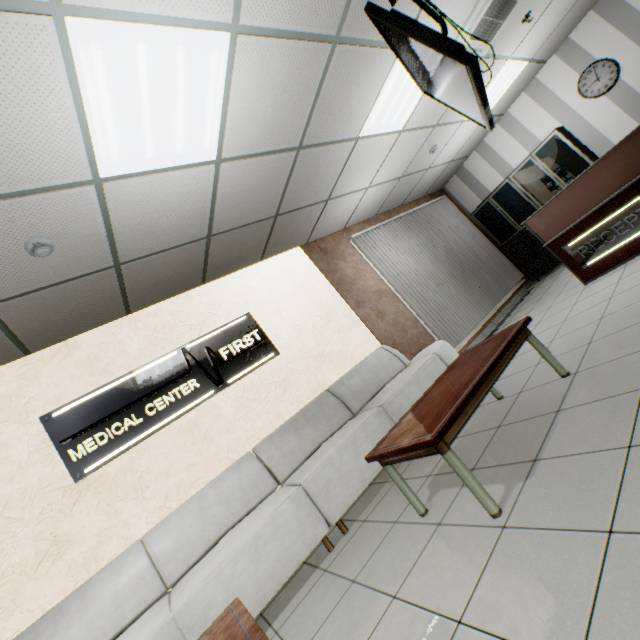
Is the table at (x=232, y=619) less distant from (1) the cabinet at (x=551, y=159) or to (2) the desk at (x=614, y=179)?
(2) the desk at (x=614, y=179)

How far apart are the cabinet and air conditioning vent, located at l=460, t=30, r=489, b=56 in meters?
2.7

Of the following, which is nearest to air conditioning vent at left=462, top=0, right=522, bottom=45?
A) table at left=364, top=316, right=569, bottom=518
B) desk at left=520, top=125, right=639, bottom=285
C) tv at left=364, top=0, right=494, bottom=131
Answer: tv at left=364, top=0, right=494, bottom=131

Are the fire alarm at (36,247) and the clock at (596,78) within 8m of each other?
no

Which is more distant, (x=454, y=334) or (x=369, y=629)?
(x=454, y=334)

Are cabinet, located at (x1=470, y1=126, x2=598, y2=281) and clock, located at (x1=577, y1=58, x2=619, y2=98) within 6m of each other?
yes

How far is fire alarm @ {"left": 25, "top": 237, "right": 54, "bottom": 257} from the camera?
2.36m

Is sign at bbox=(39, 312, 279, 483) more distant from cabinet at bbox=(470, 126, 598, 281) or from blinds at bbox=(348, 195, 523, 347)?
cabinet at bbox=(470, 126, 598, 281)
